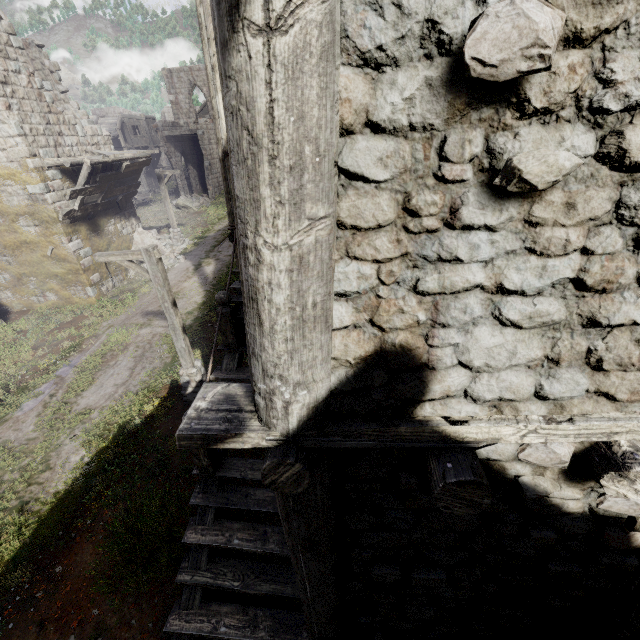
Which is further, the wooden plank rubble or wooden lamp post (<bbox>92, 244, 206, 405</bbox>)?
the wooden plank rubble

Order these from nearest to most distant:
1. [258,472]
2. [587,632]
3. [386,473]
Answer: [386,473]
[587,632]
[258,472]

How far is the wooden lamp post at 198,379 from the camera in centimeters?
765cm

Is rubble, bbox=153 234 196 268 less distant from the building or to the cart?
the building

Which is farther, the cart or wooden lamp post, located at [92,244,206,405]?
the cart

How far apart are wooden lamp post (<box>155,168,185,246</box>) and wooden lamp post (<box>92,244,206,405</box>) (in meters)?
13.15

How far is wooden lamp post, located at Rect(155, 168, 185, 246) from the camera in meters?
19.3

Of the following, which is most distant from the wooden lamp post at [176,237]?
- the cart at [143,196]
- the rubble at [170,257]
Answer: the cart at [143,196]
